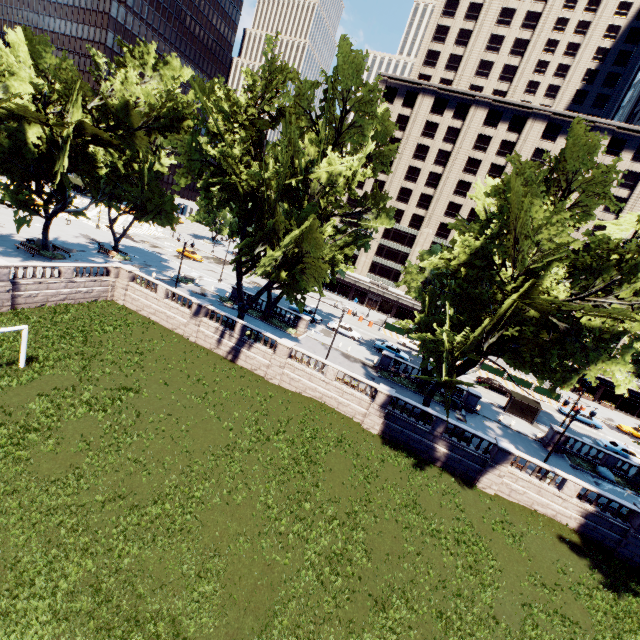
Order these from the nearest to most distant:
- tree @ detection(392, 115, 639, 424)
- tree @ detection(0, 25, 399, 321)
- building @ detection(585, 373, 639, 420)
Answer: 1. tree @ detection(392, 115, 639, 424)
2. tree @ detection(0, 25, 399, 321)
3. building @ detection(585, 373, 639, 420)

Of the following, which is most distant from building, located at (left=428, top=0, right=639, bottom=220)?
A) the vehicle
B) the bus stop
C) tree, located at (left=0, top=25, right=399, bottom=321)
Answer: the bus stop

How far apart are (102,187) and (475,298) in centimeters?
4360cm

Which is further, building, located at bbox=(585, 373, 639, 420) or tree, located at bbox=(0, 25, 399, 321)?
building, located at bbox=(585, 373, 639, 420)

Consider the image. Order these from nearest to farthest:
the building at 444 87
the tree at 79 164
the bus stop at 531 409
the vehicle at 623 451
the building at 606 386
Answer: the tree at 79 164 < the vehicle at 623 451 < the bus stop at 531 409 < the building at 444 87 < the building at 606 386

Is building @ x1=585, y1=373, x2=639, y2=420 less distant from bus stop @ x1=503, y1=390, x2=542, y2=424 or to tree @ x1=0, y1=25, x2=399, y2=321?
tree @ x1=0, y1=25, x2=399, y2=321

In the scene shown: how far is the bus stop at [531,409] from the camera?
37.28m
